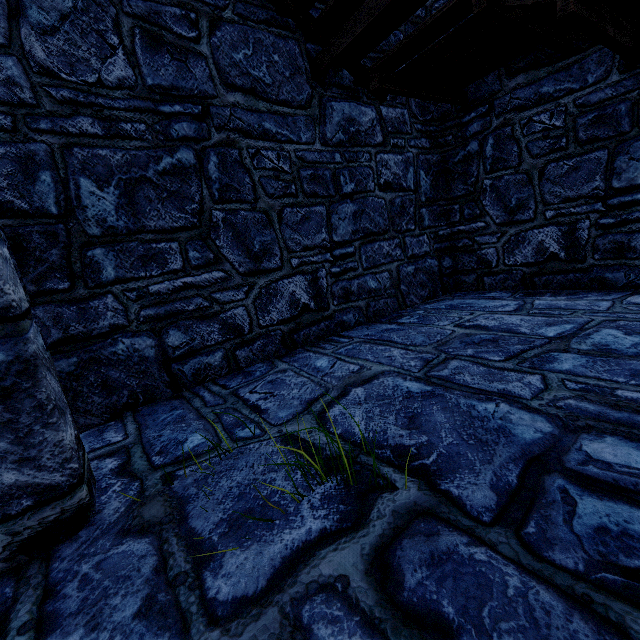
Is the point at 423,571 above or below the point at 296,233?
below
